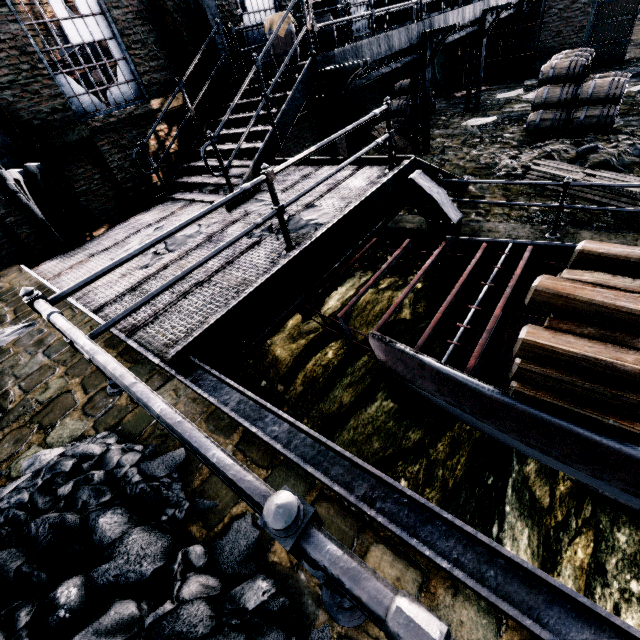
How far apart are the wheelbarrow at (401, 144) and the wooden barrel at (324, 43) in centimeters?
366cm

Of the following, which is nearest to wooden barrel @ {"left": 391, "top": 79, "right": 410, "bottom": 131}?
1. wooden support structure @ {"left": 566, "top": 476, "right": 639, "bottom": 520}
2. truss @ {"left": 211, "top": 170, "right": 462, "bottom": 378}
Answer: truss @ {"left": 211, "top": 170, "right": 462, "bottom": 378}

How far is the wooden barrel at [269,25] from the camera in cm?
891

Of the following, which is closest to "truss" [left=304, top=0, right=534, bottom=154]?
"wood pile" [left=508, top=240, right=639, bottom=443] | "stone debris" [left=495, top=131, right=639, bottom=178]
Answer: "stone debris" [left=495, top=131, right=639, bottom=178]

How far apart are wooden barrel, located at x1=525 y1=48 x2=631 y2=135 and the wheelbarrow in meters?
4.0 m

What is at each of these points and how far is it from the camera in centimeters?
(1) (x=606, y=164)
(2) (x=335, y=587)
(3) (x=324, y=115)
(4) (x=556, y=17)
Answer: (1) stone debris, 863cm
(2) metal railing, 124cm
(3) truss, 830cm
(4) building, 1691cm

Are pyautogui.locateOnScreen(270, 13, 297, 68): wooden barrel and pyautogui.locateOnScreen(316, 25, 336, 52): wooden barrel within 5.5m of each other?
yes

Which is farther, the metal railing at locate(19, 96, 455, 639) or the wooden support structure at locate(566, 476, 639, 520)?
the wooden support structure at locate(566, 476, 639, 520)
